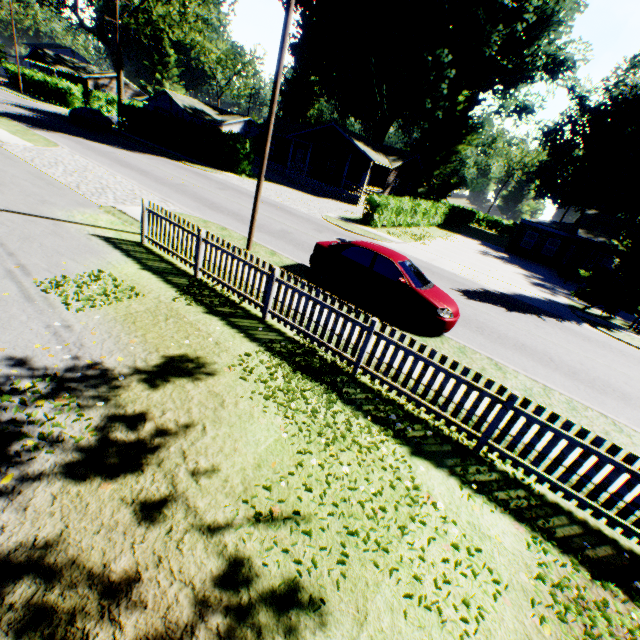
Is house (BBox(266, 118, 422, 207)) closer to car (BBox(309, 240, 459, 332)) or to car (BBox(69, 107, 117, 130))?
car (BBox(69, 107, 117, 130))

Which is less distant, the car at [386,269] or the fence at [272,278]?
the fence at [272,278]

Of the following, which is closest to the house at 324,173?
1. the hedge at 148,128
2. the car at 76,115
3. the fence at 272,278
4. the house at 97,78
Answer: the hedge at 148,128

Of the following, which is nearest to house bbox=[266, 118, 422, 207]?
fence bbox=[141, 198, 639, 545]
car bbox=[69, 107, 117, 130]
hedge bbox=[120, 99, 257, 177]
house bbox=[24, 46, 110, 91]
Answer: hedge bbox=[120, 99, 257, 177]

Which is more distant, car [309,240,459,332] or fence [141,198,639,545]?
car [309,240,459,332]

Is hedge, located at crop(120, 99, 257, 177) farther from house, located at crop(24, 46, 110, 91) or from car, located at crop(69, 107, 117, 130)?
house, located at crop(24, 46, 110, 91)

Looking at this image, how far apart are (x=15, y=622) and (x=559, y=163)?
62.3 meters

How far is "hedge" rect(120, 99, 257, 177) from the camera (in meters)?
28.31
